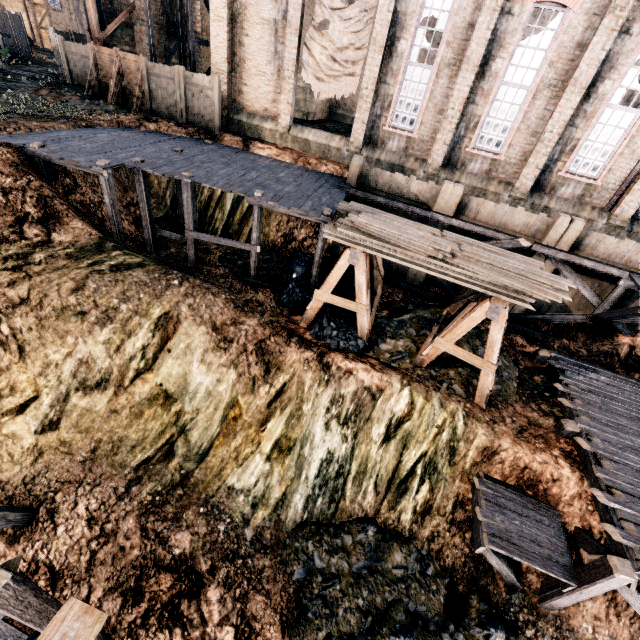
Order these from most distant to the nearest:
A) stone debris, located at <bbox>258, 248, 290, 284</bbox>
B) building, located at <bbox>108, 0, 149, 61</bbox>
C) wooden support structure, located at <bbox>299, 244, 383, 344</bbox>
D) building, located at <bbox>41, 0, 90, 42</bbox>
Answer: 1. building, located at <bbox>41, 0, 90, 42</bbox>
2. building, located at <bbox>108, 0, 149, 61</bbox>
3. stone debris, located at <bbox>258, 248, 290, 284</bbox>
4. wooden support structure, located at <bbox>299, 244, 383, 344</bbox>

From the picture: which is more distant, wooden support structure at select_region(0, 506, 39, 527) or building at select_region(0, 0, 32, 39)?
building at select_region(0, 0, 32, 39)

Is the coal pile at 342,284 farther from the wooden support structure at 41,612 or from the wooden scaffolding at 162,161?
the wooden support structure at 41,612

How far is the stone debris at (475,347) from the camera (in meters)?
13.65

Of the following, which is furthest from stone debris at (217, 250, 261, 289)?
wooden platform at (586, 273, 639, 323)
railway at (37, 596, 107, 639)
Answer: wooden platform at (586, 273, 639, 323)

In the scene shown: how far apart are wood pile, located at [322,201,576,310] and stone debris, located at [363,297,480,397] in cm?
350

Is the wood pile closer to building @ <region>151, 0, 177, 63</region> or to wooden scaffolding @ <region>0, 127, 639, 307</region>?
wooden scaffolding @ <region>0, 127, 639, 307</region>

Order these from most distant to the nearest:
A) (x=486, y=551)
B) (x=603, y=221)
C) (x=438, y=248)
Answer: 1. (x=603, y=221)
2. (x=438, y=248)
3. (x=486, y=551)
